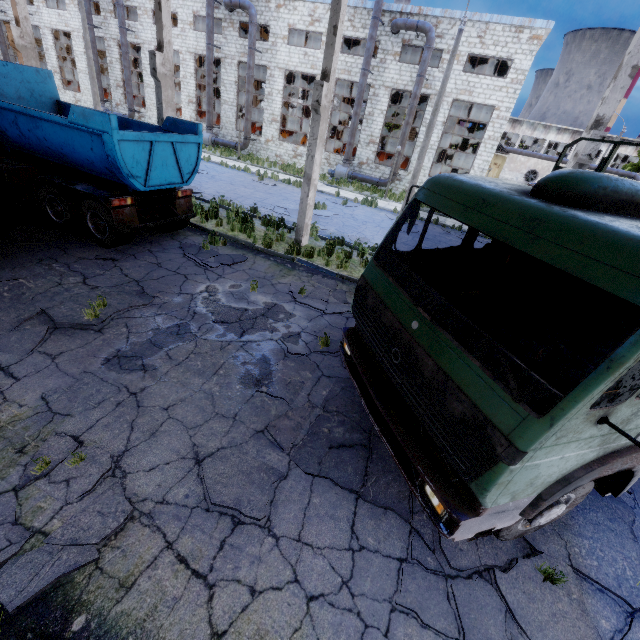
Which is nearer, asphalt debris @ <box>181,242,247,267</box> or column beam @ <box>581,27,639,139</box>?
column beam @ <box>581,27,639,139</box>

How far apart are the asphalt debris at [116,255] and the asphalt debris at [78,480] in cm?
549

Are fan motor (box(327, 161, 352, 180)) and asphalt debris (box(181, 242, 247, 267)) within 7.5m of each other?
no

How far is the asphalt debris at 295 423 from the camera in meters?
4.5 m

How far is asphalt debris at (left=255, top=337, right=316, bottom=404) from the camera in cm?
531

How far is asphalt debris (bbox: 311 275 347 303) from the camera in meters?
8.6 m

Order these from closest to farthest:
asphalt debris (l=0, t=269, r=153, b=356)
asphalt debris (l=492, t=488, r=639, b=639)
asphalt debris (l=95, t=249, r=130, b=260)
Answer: asphalt debris (l=492, t=488, r=639, b=639) → asphalt debris (l=0, t=269, r=153, b=356) → asphalt debris (l=95, t=249, r=130, b=260)

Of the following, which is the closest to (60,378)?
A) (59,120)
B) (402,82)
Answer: (59,120)
